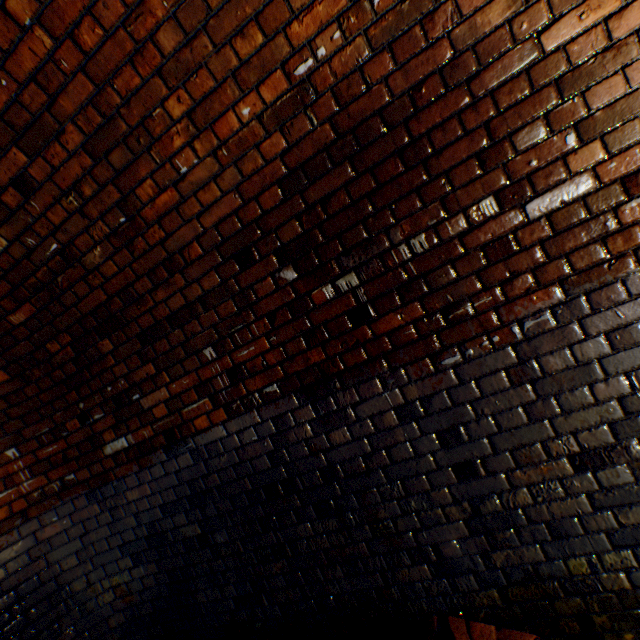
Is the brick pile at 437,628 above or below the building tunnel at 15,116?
below

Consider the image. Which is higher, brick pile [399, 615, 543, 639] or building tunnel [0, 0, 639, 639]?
building tunnel [0, 0, 639, 639]

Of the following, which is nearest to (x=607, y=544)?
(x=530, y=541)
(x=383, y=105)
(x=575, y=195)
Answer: (x=530, y=541)
